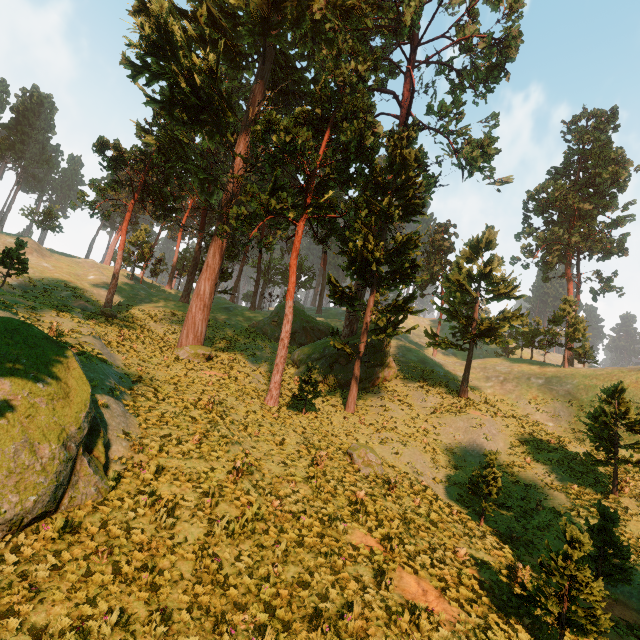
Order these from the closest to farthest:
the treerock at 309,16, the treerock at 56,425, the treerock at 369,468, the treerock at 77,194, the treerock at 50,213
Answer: the treerock at 56,425
the treerock at 369,468
the treerock at 309,16
the treerock at 77,194
the treerock at 50,213

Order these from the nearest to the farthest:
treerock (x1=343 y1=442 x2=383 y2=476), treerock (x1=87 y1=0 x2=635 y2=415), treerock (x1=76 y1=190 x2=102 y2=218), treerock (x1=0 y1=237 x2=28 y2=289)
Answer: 1. treerock (x1=343 y1=442 x2=383 y2=476)
2. treerock (x1=0 y1=237 x2=28 y2=289)
3. treerock (x1=87 y1=0 x2=635 y2=415)
4. treerock (x1=76 y1=190 x2=102 y2=218)

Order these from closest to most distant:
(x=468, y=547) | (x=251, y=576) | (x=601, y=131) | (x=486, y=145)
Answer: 1. (x=251, y=576)
2. (x=468, y=547)
3. (x=486, y=145)
4. (x=601, y=131)

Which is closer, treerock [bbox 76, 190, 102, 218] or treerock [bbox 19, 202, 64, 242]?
treerock [bbox 76, 190, 102, 218]

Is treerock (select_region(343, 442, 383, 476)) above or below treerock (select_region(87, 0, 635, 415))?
below

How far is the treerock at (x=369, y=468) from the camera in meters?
15.9 m

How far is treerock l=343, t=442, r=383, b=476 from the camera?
15.94m
